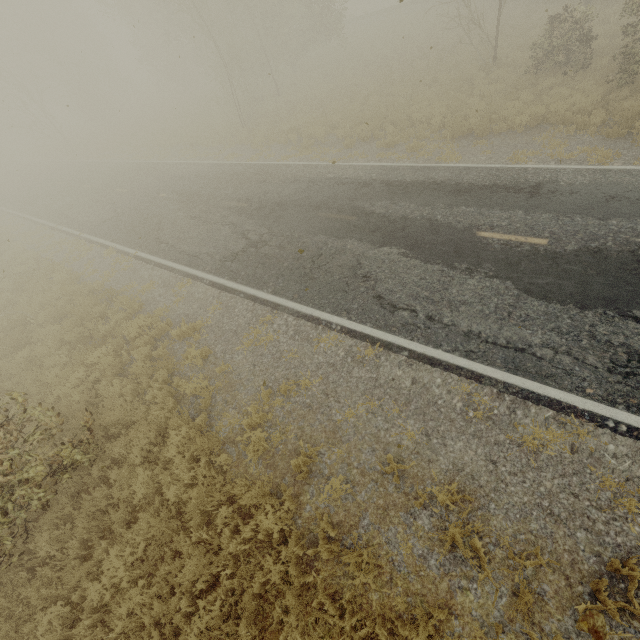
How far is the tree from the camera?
8.49m

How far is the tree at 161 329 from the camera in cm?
849

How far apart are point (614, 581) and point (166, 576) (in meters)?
6.00
